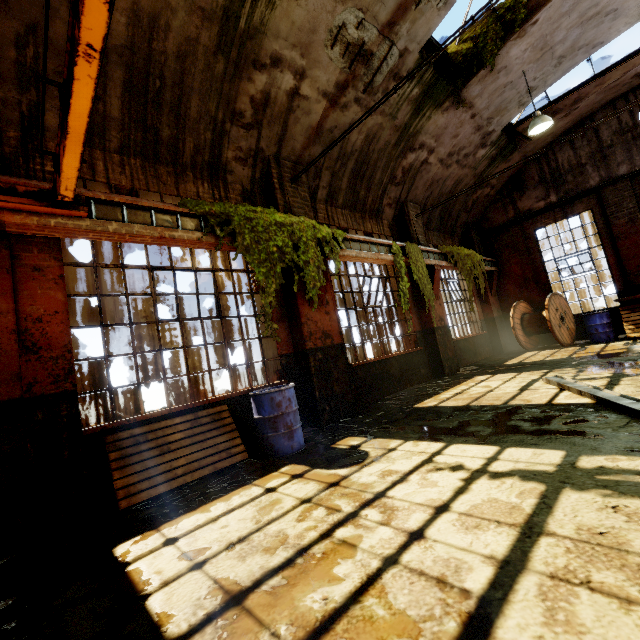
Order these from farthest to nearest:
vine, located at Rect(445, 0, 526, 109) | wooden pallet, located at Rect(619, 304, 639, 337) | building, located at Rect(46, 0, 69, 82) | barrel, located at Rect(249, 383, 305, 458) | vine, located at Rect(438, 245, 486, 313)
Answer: vine, located at Rect(438, 245, 486, 313), wooden pallet, located at Rect(619, 304, 639, 337), vine, located at Rect(445, 0, 526, 109), barrel, located at Rect(249, 383, 305, 458), building, located at Rect(46, 0, 69, 82)

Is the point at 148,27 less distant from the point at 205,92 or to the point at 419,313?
the point at 205,92

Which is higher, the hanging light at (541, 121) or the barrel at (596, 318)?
the hanging light at (541, 121)

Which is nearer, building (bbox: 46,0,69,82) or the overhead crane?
the overhead crane

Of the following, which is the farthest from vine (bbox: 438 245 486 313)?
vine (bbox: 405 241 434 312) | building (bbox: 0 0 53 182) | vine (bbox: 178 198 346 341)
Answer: vine (bbox: 178 198 346 341)

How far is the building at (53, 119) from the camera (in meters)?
4.30

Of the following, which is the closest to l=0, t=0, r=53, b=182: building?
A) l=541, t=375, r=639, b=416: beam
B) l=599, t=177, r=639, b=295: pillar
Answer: l=599, t=177, r=639, b=295: pillar

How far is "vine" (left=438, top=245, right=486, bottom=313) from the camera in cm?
1055
